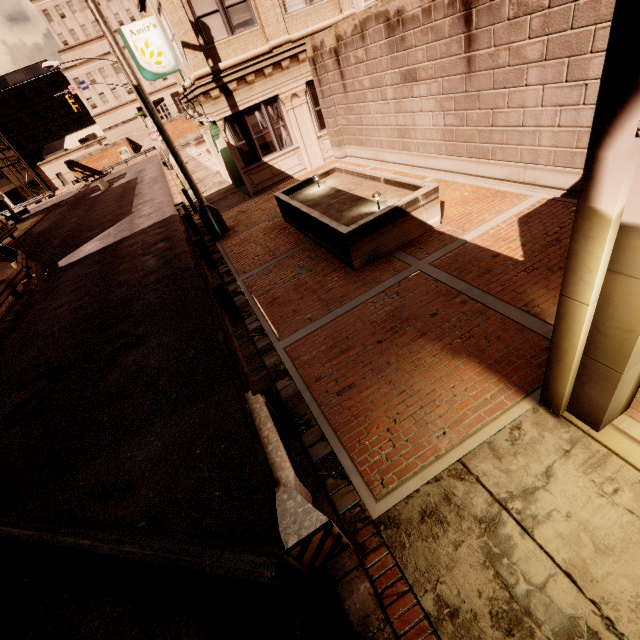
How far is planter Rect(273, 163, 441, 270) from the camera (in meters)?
7.11

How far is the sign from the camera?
12.9m

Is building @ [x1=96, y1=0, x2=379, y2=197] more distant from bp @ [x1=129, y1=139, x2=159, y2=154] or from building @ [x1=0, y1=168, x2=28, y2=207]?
building @ [x1=0, y1=168, x2=28, y2=207]

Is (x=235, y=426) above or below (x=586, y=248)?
below

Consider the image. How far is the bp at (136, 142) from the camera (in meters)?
57.59

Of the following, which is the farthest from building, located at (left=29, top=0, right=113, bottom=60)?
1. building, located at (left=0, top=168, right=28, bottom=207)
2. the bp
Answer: the bp

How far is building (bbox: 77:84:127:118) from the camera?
57.9 meters

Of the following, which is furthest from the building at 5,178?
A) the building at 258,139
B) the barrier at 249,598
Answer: the barrier at 249,598
